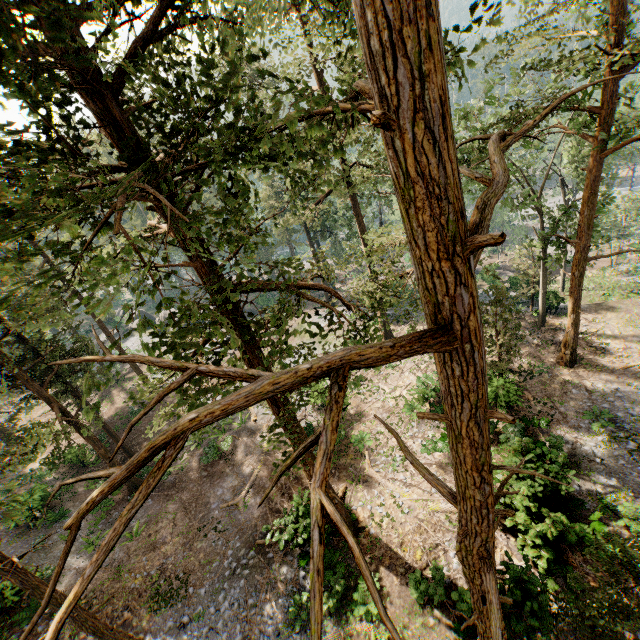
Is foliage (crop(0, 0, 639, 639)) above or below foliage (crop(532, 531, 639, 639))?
above

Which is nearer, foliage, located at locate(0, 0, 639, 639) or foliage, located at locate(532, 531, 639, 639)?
foliage, located at locate(0, 0, 639, 639)

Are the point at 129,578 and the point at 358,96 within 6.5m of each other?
no

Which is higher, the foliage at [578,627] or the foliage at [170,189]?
the foliage at [170,189]

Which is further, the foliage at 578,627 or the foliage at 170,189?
the foliage at 578,627
